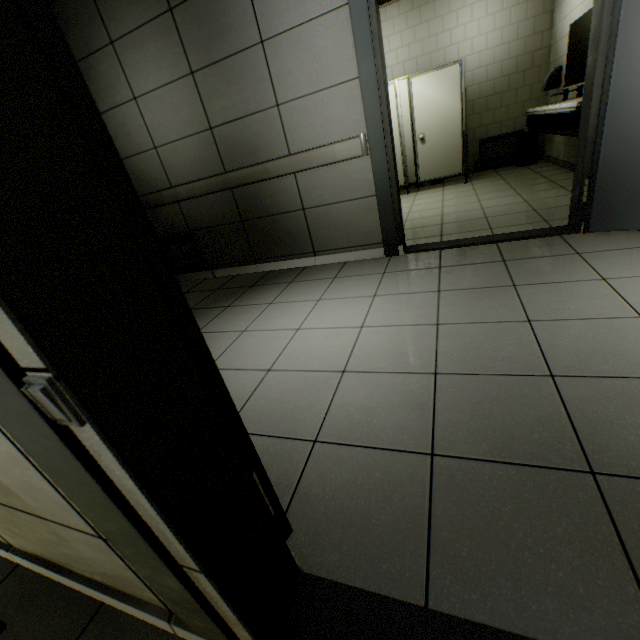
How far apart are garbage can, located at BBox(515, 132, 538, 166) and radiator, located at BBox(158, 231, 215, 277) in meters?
6.3

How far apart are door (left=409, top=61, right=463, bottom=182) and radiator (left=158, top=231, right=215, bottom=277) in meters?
4.6

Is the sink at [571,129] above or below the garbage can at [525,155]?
above

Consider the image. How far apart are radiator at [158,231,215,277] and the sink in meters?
4.4

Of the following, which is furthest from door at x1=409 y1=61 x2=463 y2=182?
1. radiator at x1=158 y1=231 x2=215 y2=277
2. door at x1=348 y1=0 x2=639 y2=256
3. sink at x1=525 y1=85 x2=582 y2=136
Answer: radiator at x1=158 y1=231 x2=215 y2=277

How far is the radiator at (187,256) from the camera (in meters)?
4.11

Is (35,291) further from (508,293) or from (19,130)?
(508,293)

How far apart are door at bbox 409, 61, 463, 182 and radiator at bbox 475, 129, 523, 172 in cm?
113
